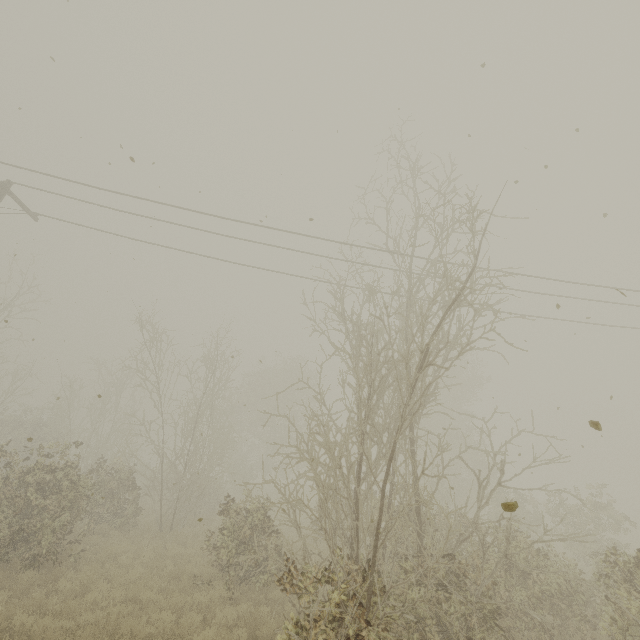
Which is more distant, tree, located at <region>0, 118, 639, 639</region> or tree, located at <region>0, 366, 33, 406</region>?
tree, located at <region>0, 366, 33, 406</region>

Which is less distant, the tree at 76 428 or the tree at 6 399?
the tree at 76 428

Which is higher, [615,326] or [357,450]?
[615,326]
